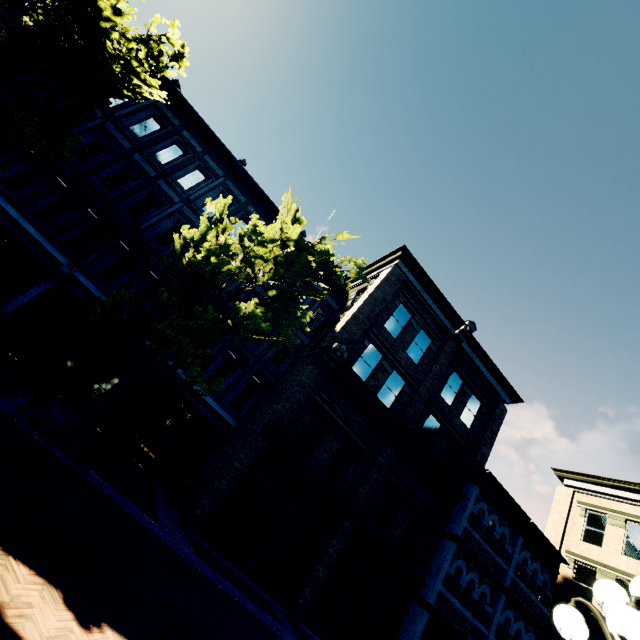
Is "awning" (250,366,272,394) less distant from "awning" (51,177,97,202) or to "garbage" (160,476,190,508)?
"garbage" (160,476,190,508)

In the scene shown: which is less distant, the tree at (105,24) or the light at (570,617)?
the light at (570,617)

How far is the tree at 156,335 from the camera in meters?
8.5 m

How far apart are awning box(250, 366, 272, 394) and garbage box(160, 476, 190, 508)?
4.7 meters

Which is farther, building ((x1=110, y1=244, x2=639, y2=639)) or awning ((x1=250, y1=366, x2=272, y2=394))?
awning ((x1=250, y1=366, x2=272, y2=394))

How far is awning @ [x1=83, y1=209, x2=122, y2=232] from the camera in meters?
13.4 m

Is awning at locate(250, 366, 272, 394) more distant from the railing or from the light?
the light

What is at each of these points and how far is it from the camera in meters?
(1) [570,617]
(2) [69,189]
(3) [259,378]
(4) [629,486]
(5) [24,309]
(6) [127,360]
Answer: (1) light, 2.7
(2) awning, 13.3
(3) awning, 15.7
(4) building, 17.9
(5) building, 12.6
(6) building, 13.9
